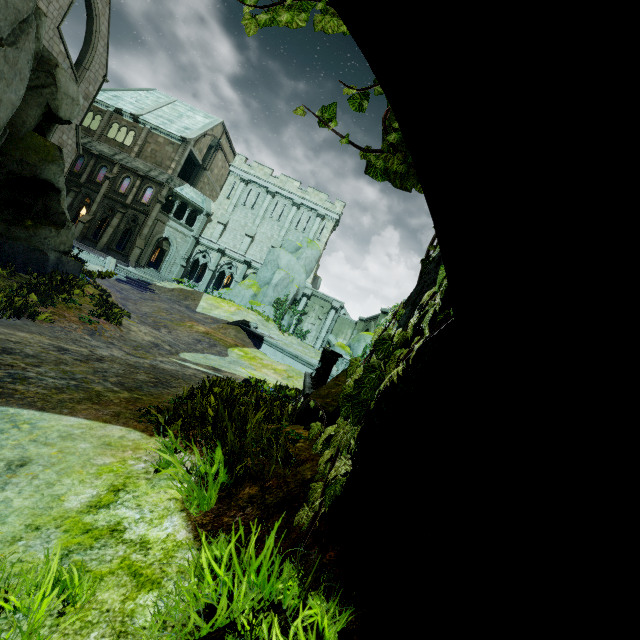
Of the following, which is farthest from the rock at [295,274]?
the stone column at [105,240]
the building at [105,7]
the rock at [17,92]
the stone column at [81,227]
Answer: the rock at [17,92]

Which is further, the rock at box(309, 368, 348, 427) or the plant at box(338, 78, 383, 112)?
the rock at box(309, 368, 348, 427)

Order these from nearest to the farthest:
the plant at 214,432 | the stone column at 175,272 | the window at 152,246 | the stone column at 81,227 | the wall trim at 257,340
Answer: the plant at 214,432 → the wall trim at 257,340 → the stone column at 81,227 → the window at 152,246 → the stone column at 175,272

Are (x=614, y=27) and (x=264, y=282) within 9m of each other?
no

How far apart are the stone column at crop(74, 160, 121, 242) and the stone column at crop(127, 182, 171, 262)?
4.3 meters

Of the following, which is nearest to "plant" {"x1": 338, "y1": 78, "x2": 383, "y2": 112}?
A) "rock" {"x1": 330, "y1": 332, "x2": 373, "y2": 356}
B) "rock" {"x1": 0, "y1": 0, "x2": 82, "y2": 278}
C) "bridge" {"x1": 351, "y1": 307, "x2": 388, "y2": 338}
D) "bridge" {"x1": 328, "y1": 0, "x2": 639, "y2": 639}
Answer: "bridge" {"x1": 328, "y1": 0, "x2": 639, "y2": 639}

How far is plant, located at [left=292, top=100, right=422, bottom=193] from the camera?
2.33m

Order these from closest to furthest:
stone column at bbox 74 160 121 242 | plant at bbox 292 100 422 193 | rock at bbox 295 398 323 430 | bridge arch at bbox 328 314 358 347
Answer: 1. plant at bbox 292 100 422 193
2. rock at bbox 295 398 323 430
3. stone column at bbox 74 160 121 242
4. bridge arch at bbox 328 314 358 347
